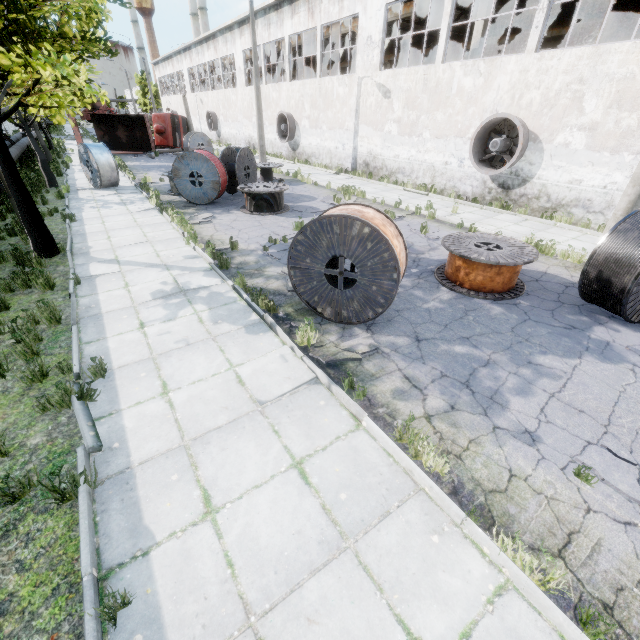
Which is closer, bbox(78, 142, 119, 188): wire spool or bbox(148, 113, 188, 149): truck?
bbox(78, 142, 119, 188): wire spool

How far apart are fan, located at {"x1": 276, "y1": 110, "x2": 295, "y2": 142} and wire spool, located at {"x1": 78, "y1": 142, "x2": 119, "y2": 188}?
13.54m

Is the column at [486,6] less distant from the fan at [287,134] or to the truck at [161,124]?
the fan at [287,134]

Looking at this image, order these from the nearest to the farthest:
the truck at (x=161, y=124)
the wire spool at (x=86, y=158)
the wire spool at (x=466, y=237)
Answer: the wire spool at (x=466, y=237), the wire spool at (x=86, y=158), the truck at (x=161, y=124)

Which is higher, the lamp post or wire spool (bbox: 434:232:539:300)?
the lamp post

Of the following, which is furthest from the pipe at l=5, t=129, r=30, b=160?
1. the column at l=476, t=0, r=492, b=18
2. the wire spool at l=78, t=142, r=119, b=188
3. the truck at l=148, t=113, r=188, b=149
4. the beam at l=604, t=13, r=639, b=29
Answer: the beam at l=604, t=13, r=639, b=29

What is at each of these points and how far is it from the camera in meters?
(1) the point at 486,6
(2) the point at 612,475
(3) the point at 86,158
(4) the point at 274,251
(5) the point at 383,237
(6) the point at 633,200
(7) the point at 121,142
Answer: (1) column, 14.8 m
(2) asphalt debris, 3.6 m
(3) wire spool, 15.7 m
(4) asphalt debris, 9.3 m
(5) wire spool, 5.1 m
(6) lamp post, 7.3 m
(7) truck dump body, 30.1 m

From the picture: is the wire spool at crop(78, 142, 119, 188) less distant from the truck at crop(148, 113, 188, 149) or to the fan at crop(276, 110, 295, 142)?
the fan at crop(276, 110, 295, 142)
